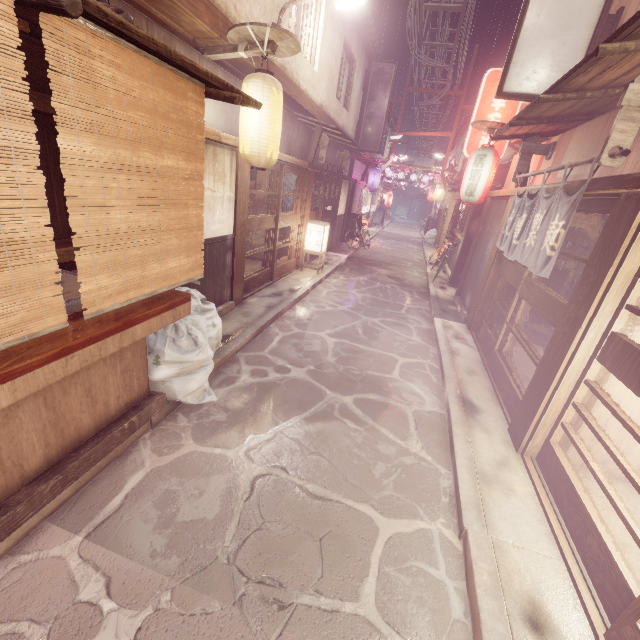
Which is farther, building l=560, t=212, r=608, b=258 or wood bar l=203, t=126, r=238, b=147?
building l=560, t=212, r=608, b=258

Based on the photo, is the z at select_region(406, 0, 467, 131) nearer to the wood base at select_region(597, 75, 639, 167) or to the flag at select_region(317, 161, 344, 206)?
the wood base at select_region(597, 75, 639, 167)

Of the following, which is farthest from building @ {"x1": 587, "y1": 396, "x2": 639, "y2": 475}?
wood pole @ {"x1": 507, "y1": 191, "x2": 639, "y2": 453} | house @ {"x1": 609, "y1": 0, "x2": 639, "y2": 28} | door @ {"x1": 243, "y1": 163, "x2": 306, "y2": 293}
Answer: door @ {"x1": 243, "y1": 163, "x2": 306, "y2": 293}

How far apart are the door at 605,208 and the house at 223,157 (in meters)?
8.90

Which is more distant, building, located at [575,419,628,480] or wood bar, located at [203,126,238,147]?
wood bar, located at [203,126,238,147]

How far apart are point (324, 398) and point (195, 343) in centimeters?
342cm

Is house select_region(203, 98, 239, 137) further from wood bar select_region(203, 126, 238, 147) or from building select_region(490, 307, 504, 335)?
building select_region(490, 307, 504, 335)

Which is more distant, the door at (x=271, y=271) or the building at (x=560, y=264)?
the door at (x=271, y=271)
